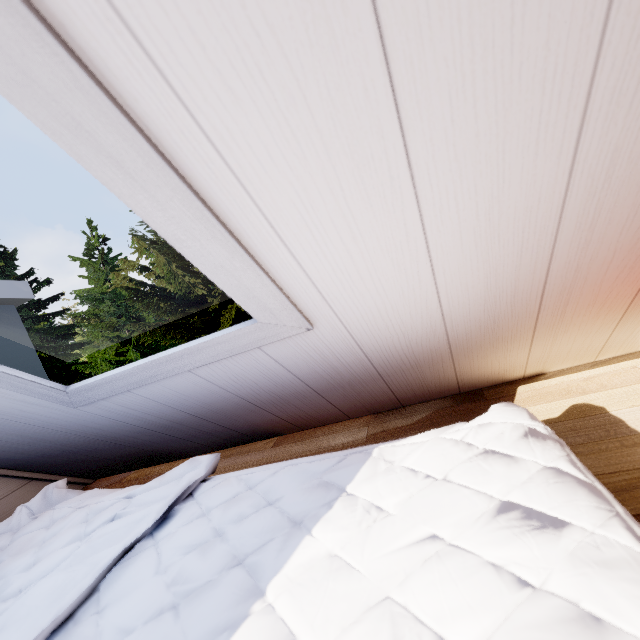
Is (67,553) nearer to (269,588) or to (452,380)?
(269,588)
